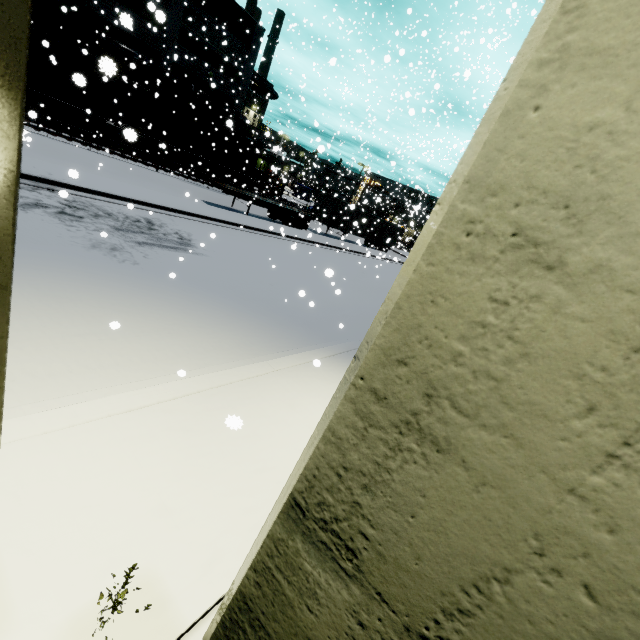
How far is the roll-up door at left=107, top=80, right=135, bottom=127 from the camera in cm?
2666

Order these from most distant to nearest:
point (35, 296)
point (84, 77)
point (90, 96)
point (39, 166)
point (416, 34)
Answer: point (90, 96)
point (84, 77)
point (416, 34)
point (39, 166)
point (35, 296)

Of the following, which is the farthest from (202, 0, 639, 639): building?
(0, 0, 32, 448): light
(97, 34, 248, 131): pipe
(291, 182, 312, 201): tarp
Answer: (291, 182, 312, 201): tarp

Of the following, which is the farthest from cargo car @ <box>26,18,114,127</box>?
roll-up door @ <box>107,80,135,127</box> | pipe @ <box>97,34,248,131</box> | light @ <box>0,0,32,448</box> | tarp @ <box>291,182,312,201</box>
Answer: tarp @ <box>291,182,312,201</box>

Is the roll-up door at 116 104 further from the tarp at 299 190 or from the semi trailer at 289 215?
the tarp at 299 190

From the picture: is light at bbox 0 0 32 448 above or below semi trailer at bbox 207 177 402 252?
above

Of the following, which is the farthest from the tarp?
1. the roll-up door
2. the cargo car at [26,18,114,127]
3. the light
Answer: the light

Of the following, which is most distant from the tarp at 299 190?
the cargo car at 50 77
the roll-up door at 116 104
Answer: the roll-up door at 116 104
